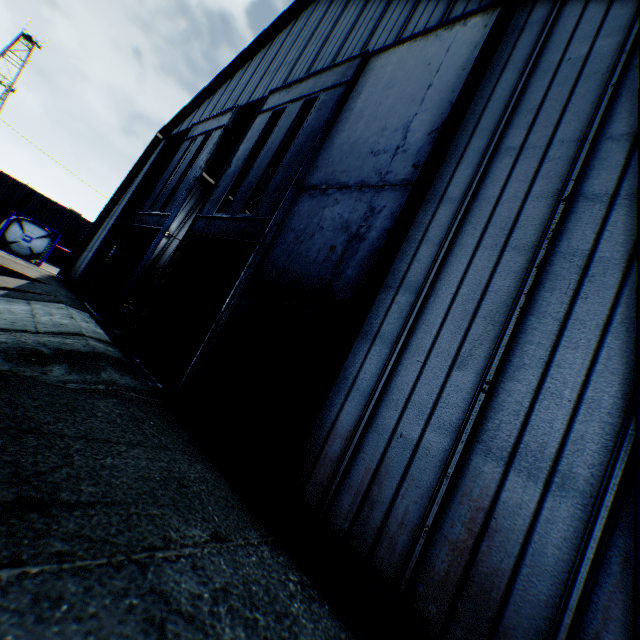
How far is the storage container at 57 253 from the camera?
32.5m

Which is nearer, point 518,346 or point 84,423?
point 518,346

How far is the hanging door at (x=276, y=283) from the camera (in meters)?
5.89

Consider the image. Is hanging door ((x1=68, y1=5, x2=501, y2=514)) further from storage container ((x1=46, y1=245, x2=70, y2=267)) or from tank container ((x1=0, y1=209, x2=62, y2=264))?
storage container ((x1=46, y1=245, x2=70, y2=267))

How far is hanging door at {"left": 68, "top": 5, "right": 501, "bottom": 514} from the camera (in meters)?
5.89

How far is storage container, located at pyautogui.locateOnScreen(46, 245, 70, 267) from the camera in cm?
3250

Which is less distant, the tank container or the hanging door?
the hanging door

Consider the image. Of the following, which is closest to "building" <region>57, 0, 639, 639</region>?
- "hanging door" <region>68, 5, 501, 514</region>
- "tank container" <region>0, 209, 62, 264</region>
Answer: "hanging door" <region>68, 5, 501, 514</region>
